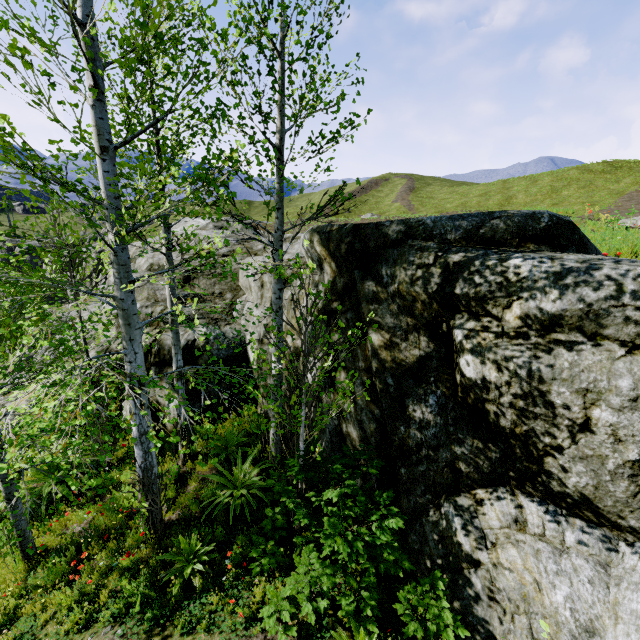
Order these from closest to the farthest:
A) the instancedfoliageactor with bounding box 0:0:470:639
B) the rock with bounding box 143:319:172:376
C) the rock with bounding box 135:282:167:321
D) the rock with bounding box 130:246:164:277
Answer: the instancedfoliageactor with bounding box 0:0:470:639
the rock with bounding box 143:319:172:376
the rock with bounding box 135:282:167:321
the rock with bounding box 130:246:164:277

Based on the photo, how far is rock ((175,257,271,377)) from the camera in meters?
9.1

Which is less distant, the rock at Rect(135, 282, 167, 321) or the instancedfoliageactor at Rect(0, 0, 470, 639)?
the instancedfoliageactor at Rect(0, 0, 470, 639)

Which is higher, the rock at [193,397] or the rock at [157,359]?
the rock at [157,359]

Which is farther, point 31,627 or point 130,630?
point 31,627

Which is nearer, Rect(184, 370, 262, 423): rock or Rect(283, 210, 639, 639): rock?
Rect(283, 210, 639, 639): rock
